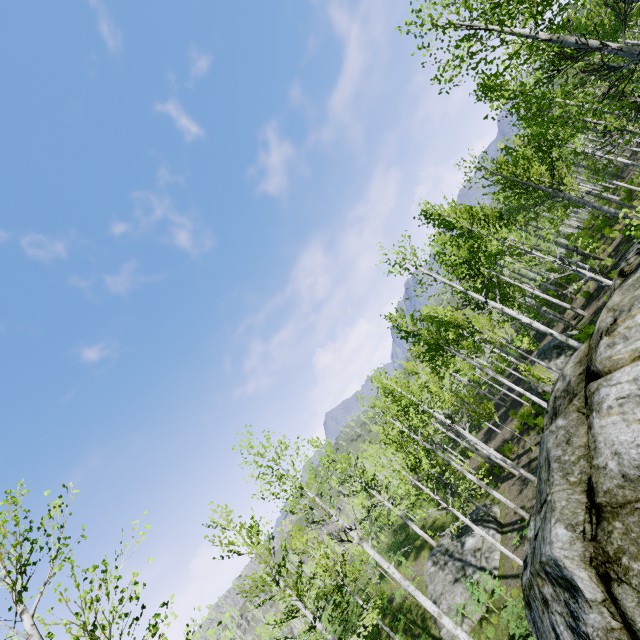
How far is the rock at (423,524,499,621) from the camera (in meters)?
14.80

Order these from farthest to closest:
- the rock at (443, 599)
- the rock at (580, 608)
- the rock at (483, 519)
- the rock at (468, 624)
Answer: the rock at (483, 519) → the rock at (443, 599) → the rock at (468, 624) → the rock at (580, 608)

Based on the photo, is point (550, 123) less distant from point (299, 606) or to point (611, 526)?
point (611, 526)

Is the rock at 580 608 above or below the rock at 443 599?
above

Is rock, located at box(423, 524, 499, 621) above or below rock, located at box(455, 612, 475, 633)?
above

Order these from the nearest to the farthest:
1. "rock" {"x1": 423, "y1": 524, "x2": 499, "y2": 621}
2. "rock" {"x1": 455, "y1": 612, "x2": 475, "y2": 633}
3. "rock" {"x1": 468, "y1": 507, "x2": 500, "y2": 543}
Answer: "rock" {"x1": 455, "y1": 612, "x2": 475, "y2": 633}
"rock" {"x1": 423, "y1": 524, "x2": 499, "y2": 621}
"rock" {"x1": 468, "y1": 507, "x2": 500, "y2": 543}

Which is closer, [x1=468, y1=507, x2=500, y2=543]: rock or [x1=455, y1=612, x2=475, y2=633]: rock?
[x1=455, y1=612, x2=475, y2=633]: rock
